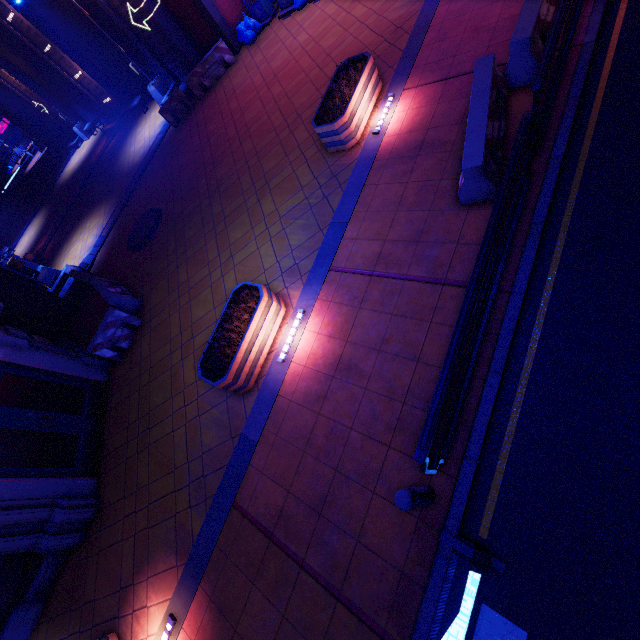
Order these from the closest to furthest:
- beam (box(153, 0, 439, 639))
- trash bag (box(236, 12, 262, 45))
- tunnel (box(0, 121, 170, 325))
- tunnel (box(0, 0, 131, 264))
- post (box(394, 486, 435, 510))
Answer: post (box(394, 486, 435, 510)) < beam (box(153, 0, 439, 639)) < tunnel (box(0, 121, 170, 325)) < trash bag (box(236, 12, 262, 45)) < tunnel (box(0, 0, 131, 264))

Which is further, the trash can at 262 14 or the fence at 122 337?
the trash can at 262 14

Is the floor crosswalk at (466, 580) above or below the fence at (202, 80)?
below

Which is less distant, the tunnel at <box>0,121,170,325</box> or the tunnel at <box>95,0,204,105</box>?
the tunnel at <box>0,121,170,325</box>

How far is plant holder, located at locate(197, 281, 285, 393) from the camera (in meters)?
6.30

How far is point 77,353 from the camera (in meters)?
9.80

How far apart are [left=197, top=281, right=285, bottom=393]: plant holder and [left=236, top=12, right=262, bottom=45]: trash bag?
13.6m

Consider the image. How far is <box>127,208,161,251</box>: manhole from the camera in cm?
1242
